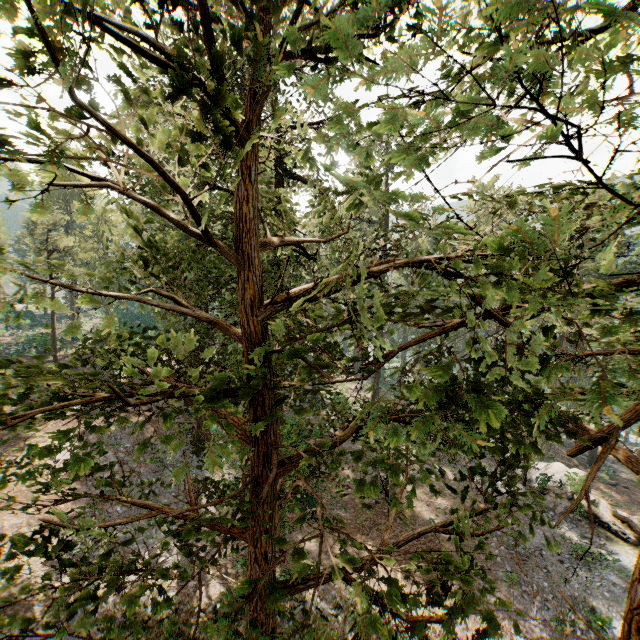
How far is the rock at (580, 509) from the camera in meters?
22.5 m

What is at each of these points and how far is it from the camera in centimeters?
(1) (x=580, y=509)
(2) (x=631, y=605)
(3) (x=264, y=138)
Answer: (1) rock, 2259cm
(2) foliage, 459cm
(3) foliage, 1598cm

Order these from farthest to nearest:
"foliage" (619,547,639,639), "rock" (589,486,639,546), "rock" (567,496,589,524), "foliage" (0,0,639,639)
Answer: "rock" (567,496,589,524) → "rock" (589,486,639,546) → "foliage" (619,547,639,639) → "foliage" (0,0,639,639)

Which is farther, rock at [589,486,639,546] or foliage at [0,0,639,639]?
rock at [589,486,639,546]
